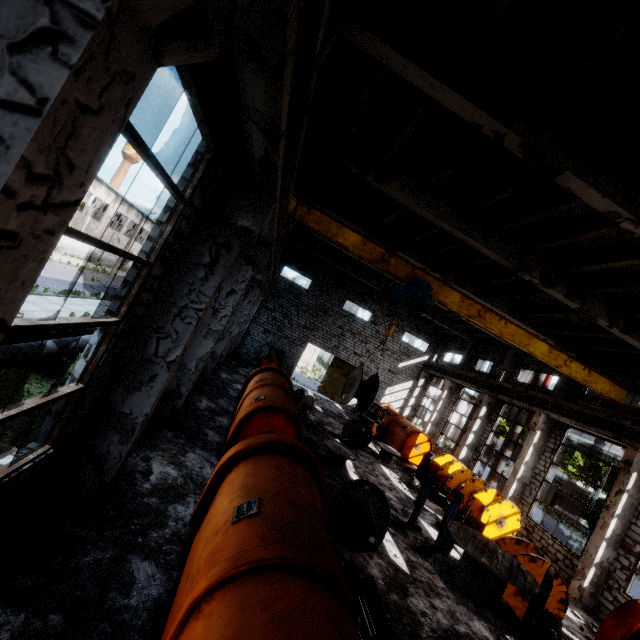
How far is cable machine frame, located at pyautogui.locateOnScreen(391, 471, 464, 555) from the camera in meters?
10.5

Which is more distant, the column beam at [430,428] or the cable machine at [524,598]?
the column beam at [430,428]

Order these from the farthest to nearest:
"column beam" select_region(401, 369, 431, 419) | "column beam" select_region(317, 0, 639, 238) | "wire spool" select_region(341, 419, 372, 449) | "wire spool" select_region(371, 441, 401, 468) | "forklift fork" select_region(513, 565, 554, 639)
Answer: "column beam" select_region(401, 369, 431, 419) → "wire spool" select_region(371, 441, 401, 468) → "wire spool" select_region(341, 419, 372, 449) → "column beam" select_region(317, 0, 639, 238) → "forklift fork" select_region(513, 565, 554, 639)

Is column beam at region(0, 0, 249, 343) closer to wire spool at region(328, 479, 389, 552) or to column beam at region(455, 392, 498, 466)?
wire spool at region(328, 479, 389, 552)

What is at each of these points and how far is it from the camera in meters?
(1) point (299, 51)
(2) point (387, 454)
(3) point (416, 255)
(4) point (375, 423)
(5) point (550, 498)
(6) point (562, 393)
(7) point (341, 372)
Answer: (1) wires, 3.2 m
(2) wire spool, 18.4 m
(3) column beam, 15.7 m
(4) forklift, 22.2 m
(5) truck, 36.0 m
(6) column beam, 17.2 m
(7) door, 30.3 m

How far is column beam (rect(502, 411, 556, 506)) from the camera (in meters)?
16.86

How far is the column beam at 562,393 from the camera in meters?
17.2 m

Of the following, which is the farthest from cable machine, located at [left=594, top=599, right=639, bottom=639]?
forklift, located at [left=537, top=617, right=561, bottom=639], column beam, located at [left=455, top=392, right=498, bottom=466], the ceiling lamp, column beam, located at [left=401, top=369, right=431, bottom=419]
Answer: column beam, located at [left=401, top=369, right=431, bottom=419]
